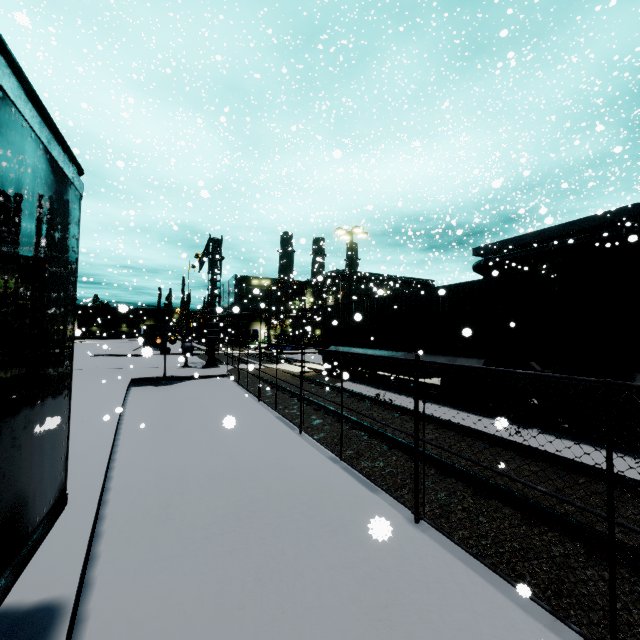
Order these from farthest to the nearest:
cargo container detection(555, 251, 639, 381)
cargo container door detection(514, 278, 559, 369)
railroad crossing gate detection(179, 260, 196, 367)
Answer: railroad crossing gate detection(179, 260, 196, 367), cargo container door detection(514, 278, 559, 369), cargo container detection(555, 251, 639, 381)

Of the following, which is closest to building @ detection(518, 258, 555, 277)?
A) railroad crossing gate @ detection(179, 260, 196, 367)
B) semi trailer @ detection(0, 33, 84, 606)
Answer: semi trailer @ detection(0, 33, 84, 606)

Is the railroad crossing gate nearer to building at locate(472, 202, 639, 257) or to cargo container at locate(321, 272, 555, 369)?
cargo container at locate(321, 272, 555, 369)

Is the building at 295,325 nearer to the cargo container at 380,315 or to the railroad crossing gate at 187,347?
the cargo container at 380,315

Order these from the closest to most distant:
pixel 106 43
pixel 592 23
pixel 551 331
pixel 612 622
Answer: pixel 612 622 < pixel 551 331 < pixel 106 43 < pixel 592 23

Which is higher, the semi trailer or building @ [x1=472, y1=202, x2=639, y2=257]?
building @ [x1=472, y1=202, x2=639, y2=257]

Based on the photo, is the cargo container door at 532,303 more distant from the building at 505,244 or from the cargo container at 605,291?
the building at 505,244

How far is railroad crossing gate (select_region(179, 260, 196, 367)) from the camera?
21.4m
